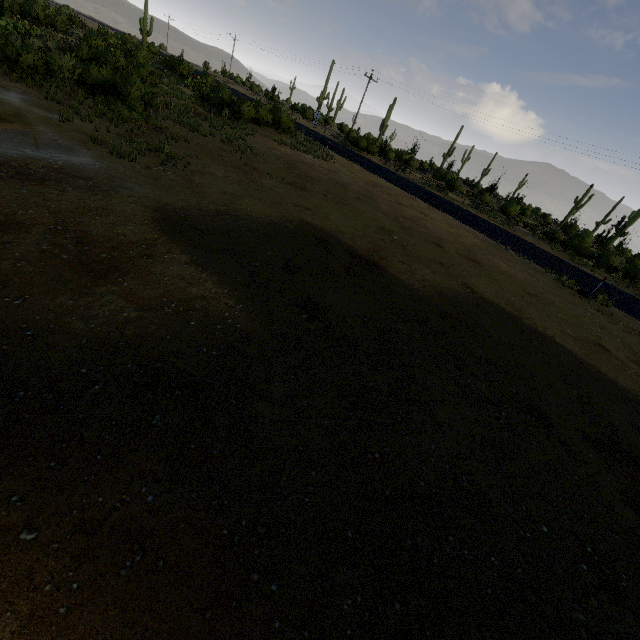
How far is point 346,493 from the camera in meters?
3.6
